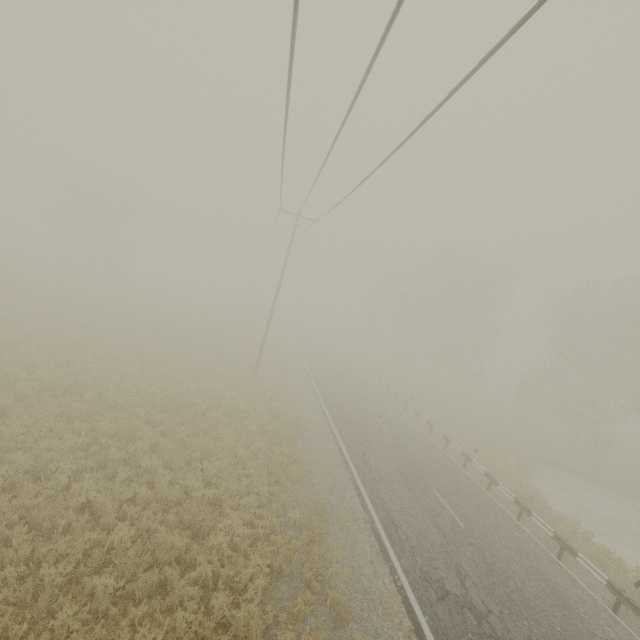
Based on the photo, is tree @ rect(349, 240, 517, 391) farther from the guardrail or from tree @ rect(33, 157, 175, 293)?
tree @ rect(33, 157, 175, 293)

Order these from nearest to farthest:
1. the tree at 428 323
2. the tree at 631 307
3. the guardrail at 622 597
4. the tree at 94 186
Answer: the guardrail at 622 597
the tree at 631 307
the tree at 428 323
the tree at 94 186

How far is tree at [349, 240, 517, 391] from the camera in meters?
37.4

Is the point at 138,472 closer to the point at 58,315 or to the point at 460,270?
the point at 58,315

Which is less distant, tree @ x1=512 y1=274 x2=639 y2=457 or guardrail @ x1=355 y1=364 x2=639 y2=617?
guardrail @ x1=355 y1=364 x2=639 y2=617

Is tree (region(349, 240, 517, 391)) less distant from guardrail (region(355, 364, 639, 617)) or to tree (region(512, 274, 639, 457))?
guardrail (region(355, 364, 639, 617))

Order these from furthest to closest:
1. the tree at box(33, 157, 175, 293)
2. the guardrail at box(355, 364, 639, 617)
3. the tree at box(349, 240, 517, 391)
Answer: the tree at box(33, 157, 175, 293)
the tree at box(349, 240, 517, 391)
the guardrail at box(355, 364, 639, 617)

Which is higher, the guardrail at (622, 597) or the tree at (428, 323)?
the tree at (428, 323)
